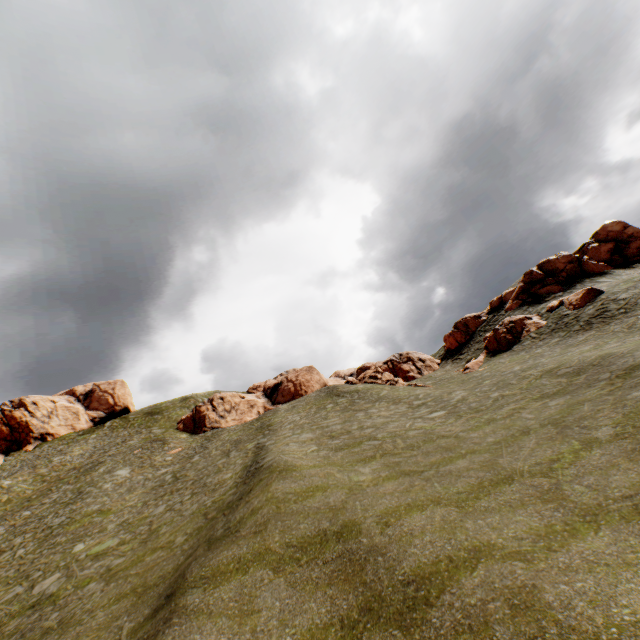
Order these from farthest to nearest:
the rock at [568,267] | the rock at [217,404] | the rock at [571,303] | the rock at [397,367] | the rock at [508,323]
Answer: the rock at [217,404], the rock at [397,367], the rock at [568,267], the rock at [508,323], the rock at [571,303]

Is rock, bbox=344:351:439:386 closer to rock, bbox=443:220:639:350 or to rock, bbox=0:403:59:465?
rock, bbox=443:220:639:350

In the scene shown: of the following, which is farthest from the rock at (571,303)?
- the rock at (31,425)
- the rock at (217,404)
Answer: the rock at (31,425)

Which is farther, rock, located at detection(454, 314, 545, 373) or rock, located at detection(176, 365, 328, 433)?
rock, located at detection(176, 365, 328, 433)

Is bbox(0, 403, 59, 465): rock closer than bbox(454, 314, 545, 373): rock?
No

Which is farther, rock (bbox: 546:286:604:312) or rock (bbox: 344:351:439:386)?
rock (bbox: 344:351:439:386)

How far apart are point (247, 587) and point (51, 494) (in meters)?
36.30

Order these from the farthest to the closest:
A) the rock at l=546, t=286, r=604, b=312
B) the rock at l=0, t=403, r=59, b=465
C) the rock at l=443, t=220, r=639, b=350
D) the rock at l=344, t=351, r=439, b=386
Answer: the rock at l=0, t=403, r=59, b=465
the rock at l=344, t=351, r=439, b=386
the rock at l=443, t=220, r=639, b=350
the rock at l=546, t=286, r=604, b=312
